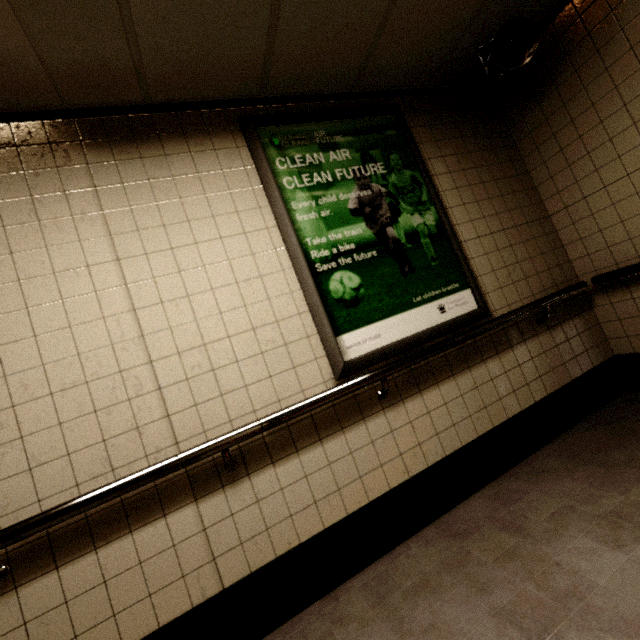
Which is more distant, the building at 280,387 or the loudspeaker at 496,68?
the loudspeaker at 496,68

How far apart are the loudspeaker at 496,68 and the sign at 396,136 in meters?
0.7

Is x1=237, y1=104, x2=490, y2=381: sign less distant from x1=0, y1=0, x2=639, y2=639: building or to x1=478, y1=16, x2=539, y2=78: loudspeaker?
x1=0, y1=0, x2=639, y2=639: building

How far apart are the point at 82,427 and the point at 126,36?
1.9 meters

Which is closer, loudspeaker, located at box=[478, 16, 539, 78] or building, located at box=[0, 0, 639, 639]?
building, located at box=[0, 0, 639, 639]

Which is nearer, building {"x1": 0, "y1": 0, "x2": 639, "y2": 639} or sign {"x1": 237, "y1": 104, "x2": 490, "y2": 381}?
building {"x1": 0, "y1": 0, "x2": 639, "y2": 639}

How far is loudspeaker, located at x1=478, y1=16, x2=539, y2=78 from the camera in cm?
215
